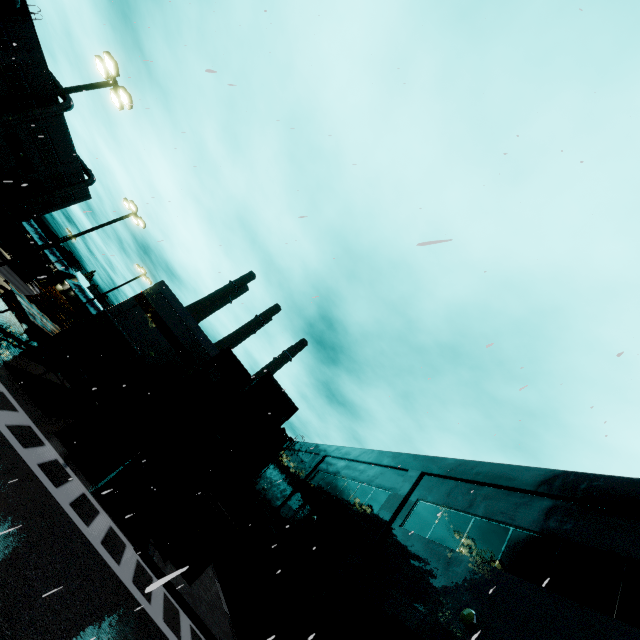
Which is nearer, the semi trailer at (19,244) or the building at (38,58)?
the building at (38,58)

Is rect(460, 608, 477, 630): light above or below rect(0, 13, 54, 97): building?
below

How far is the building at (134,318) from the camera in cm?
3188

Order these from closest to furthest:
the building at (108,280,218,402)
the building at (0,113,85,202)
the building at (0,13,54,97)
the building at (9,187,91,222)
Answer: the building at (0,13,54,97) < the building at (108,280,218,402) < the building at (0,113,85,202) < the building at (9,187,91,222)

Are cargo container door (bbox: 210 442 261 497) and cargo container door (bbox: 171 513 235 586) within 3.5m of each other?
yes

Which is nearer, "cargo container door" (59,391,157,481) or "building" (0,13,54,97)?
"cargo container door" (59,391,157,481)

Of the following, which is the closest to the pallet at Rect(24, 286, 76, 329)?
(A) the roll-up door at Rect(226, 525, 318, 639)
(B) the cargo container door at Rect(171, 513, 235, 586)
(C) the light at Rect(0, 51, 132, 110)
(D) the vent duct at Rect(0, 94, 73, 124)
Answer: (C) the light at Rect(0, 51, 132, 110)

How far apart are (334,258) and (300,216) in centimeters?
754cm
